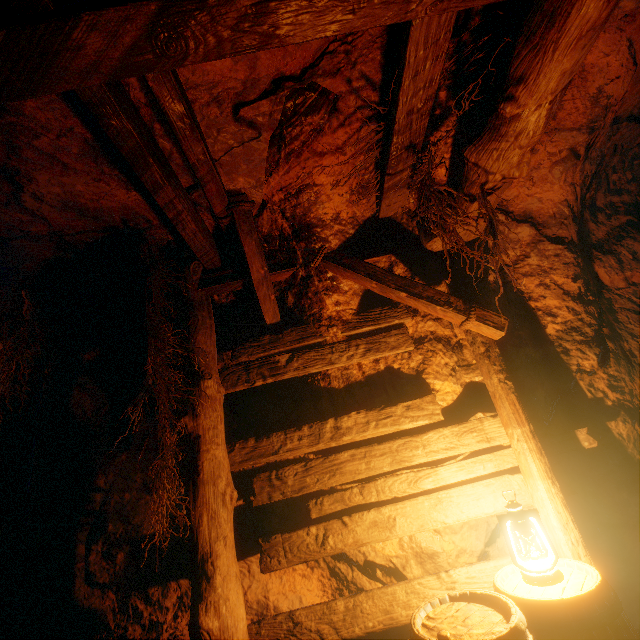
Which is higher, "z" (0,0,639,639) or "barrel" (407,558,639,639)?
"z" (0,0,639,639)

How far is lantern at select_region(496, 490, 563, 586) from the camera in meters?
2.0

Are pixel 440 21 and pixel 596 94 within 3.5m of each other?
yes

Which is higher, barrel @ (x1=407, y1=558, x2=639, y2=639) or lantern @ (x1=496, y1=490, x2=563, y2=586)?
lantern @ (x1=496, y1=490, x2=563, y2=586)

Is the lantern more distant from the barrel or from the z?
the z

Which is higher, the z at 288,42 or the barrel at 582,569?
the z at 288,42

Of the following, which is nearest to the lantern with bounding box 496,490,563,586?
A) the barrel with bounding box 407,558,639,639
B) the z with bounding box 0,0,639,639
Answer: the barrel with bounding box 407,558,639,639

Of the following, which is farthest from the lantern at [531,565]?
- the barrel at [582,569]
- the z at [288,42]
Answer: the z at [288,42]
